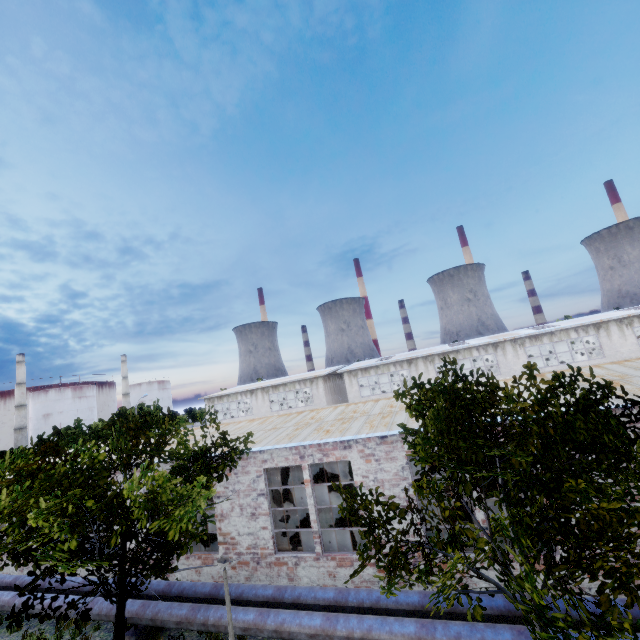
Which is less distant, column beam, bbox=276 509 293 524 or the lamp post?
the lamp post

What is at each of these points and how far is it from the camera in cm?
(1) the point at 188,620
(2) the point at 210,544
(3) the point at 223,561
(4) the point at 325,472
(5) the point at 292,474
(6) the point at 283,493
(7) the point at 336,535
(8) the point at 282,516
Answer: (1) pipe, 945
(2) lathe, 1505
(3) lamp post, 809
(4) column beam, 2102
(5) lathe, 2395
(6) column beam, 1561
(7) band saw, 1262
(8) column beam, 1545

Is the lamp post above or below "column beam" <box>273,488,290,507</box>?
above

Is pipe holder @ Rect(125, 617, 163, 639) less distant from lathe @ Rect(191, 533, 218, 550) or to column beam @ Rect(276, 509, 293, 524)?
lathe @ Rect(191, 533, 218, 550)

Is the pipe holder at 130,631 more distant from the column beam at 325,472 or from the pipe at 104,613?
the column beam at 325,472

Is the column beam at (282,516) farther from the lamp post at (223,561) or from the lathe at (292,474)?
the lamp post at (223,561)

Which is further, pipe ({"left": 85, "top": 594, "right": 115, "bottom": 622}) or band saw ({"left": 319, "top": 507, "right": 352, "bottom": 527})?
band saw ({"left": 319, "top": 507, "right": 352, "bottom": 527})
